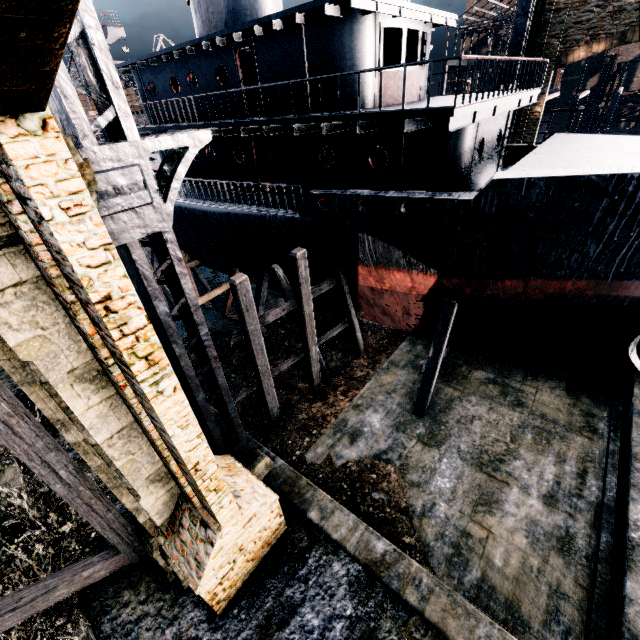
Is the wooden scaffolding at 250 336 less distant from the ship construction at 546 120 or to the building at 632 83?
the ship construction at 546 120

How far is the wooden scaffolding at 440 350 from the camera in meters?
12.9 m

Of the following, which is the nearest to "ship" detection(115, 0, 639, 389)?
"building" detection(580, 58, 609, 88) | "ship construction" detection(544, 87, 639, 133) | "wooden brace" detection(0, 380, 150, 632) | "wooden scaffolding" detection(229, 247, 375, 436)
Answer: "wooden scaffolding" detection(229, 247, 375, 436)

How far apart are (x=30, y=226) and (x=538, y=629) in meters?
13.7 m

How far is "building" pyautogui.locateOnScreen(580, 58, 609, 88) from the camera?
54.0 meters

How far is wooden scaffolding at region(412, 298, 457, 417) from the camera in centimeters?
1291cm

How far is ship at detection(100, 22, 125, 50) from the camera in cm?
2584
